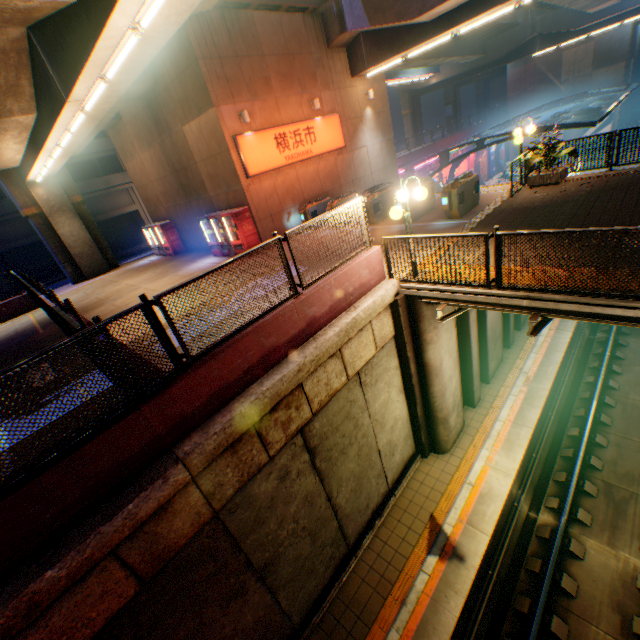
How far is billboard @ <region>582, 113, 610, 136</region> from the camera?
39.1 meters

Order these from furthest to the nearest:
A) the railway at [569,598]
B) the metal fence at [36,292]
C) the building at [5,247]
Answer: the building at [5,247], the railway at [569,598], the metal fence at [36,292]

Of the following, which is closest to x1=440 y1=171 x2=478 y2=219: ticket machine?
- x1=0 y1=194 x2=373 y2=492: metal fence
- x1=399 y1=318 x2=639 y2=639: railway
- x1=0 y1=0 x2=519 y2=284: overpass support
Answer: x1=0 y1=194 x2=373 y2=492: metal fence

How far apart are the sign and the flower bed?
9.1 meters

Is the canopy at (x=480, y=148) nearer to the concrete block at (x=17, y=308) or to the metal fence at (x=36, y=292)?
the metal fence at (x=36, y=292)

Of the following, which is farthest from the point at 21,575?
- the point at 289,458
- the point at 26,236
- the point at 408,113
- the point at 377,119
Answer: the point at 408,113

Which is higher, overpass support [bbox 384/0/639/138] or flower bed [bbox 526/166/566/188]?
overpass support [bbox 384/0/639/138]

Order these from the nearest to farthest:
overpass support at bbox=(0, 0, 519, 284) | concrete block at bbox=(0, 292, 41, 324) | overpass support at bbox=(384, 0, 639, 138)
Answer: overpass support at bbox=(0, 0, 519, 284)
concrete block at bbox=(0, 292, 41, 324)
overpass support at bbox=(384, 0, 639, 138)
